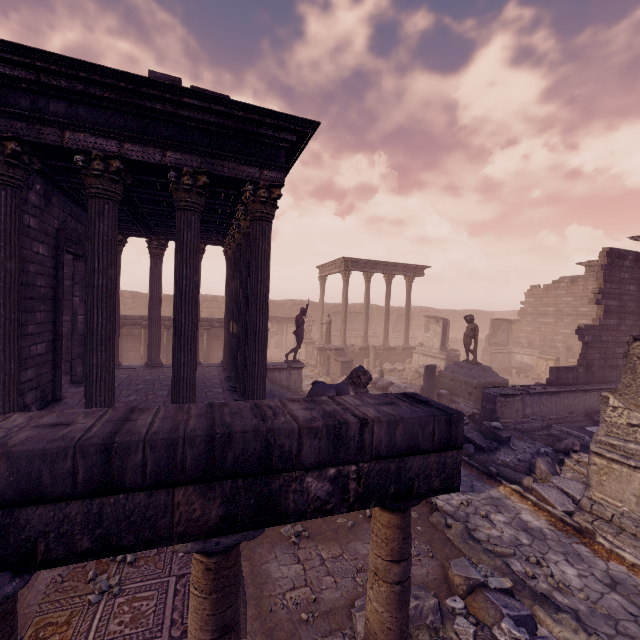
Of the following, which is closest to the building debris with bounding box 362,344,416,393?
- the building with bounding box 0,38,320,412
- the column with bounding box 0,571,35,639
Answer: the building with bounding box 0,38,320,412

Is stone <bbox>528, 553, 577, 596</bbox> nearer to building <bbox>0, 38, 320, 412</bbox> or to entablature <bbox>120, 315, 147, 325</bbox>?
building <bbox>0, 38, 320, 412</bbox>

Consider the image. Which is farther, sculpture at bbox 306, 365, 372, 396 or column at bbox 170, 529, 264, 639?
sculpture at bbox 306, 365, 372, 396

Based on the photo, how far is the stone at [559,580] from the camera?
5.0 meters

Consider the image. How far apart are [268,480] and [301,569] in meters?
4.6 m

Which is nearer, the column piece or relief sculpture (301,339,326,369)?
the column piece

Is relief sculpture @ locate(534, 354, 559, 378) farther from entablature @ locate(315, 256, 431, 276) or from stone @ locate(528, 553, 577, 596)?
stone @ locate(528, 553, 577, 596)

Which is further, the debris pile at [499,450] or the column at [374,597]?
the debris pile at [499,450]
